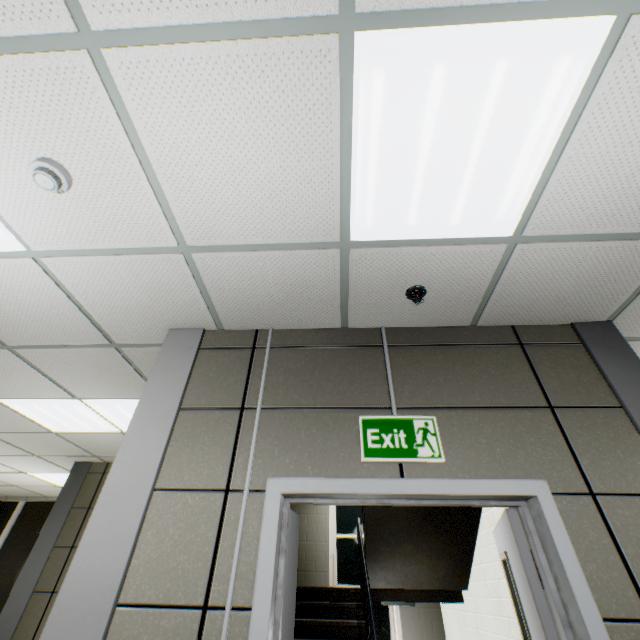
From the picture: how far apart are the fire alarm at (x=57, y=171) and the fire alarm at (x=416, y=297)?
2.1 meters

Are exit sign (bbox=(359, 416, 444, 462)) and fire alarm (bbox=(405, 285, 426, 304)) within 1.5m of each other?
yes

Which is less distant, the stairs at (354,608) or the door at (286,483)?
the door at (286,483)

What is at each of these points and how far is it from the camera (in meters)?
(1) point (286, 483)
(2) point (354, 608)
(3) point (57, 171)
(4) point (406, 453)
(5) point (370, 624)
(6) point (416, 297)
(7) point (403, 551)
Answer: (1) door, 1.82
(2) stairs, 4.52
(3) fire alarm, 1.59
(4) exit sign, 1.88
(5) railing, 3.39
(6) fire alarm, 2.21
(7) stairs, 4.53

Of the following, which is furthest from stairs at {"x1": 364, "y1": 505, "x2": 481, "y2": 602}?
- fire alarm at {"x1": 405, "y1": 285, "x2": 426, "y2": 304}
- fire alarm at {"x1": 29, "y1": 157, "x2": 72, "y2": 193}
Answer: fire alarm at {"x1": 29, "y1": 157, "x2": 72, "y2": 193}

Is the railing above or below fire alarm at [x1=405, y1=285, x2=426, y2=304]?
below

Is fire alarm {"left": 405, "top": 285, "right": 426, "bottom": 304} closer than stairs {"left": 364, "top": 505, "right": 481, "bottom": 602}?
Yes

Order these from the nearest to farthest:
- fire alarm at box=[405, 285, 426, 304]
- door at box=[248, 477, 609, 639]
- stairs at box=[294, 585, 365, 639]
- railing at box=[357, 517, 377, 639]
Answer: door at box=[248, 477, 609, 639], fire alarm at box=[405, 285, 426, 304], railing at box=[357, 517, 377, 639], stairs at box=[294, 585, 365, 639]
